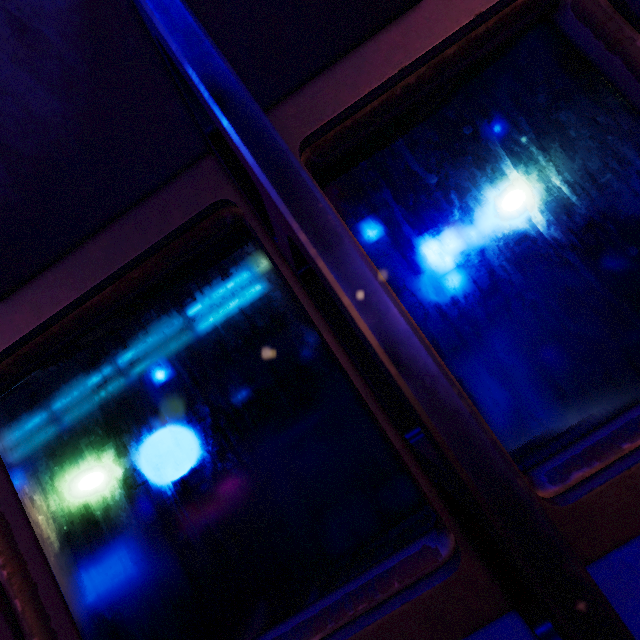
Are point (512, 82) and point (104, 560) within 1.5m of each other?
no
